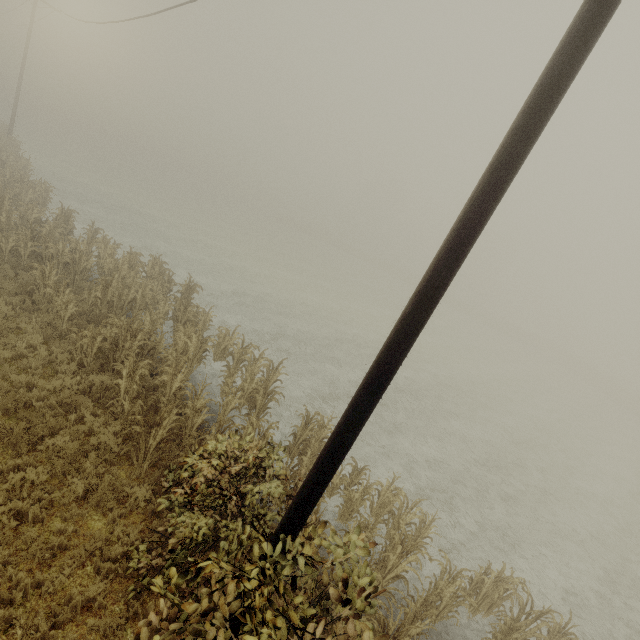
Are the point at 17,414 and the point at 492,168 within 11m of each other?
yes
